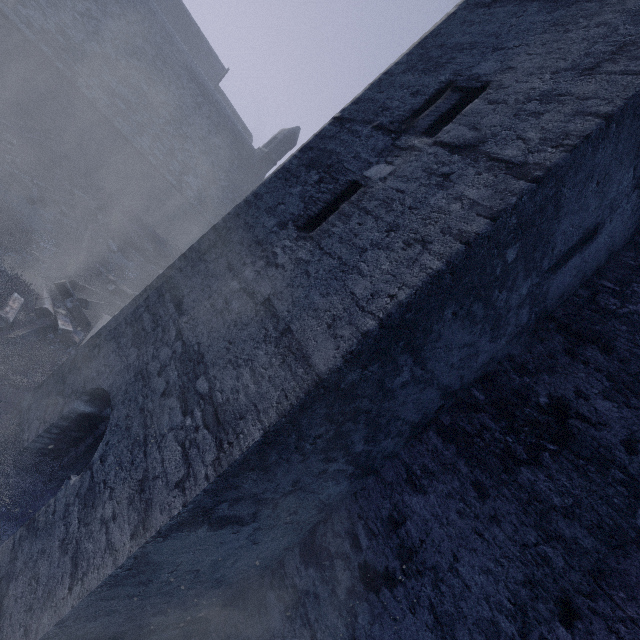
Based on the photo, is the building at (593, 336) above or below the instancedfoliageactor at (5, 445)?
above

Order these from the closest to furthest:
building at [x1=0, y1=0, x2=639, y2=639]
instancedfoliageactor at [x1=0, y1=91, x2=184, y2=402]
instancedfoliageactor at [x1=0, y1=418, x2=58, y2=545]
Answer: building at [x1=0, y1=0, x2=639, y2=639] < instancedfoliageactor at [x1=0, y1=418, x2=58, y2=545] < instancedfoliageactor at [x1=0, y1=91, x2=184, y2=402]

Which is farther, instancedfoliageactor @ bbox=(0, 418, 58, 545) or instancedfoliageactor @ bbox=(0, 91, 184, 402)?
instancedfoliageactor @ bbox=(0, 91, 184, 402)

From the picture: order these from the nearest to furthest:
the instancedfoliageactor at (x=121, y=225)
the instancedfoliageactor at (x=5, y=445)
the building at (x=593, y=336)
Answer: the building at (x=593, y=336), the instancedfoliageactor at (x=5, y=445), the instancedfoliageactor at (x=121, y=225)

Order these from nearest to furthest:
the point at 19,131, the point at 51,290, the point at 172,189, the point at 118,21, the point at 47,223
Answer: the point at 51,290 → the point at 47,223 → the point at 19,131 → the point at 118,21 → the point at 172,189

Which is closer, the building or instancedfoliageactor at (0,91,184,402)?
the building

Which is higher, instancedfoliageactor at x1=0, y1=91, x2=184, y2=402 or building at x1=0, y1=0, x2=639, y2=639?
building at x1=0, y1=0, x2=639, y2=639
